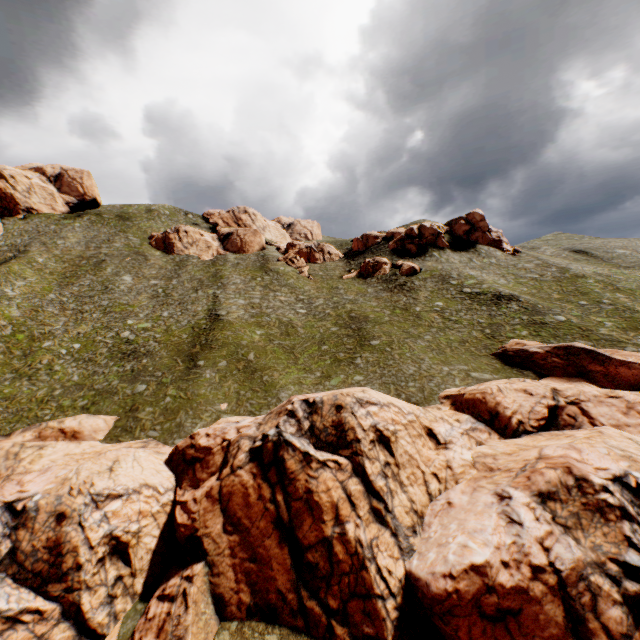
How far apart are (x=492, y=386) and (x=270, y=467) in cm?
1891

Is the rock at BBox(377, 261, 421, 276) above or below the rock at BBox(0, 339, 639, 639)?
above

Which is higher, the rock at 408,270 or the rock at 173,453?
the rock at 408,270

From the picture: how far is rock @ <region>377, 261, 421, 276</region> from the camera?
55.41m

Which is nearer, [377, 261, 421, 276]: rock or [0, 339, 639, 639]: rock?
[0, 339, 639, 639]: rock

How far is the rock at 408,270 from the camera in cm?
5541
